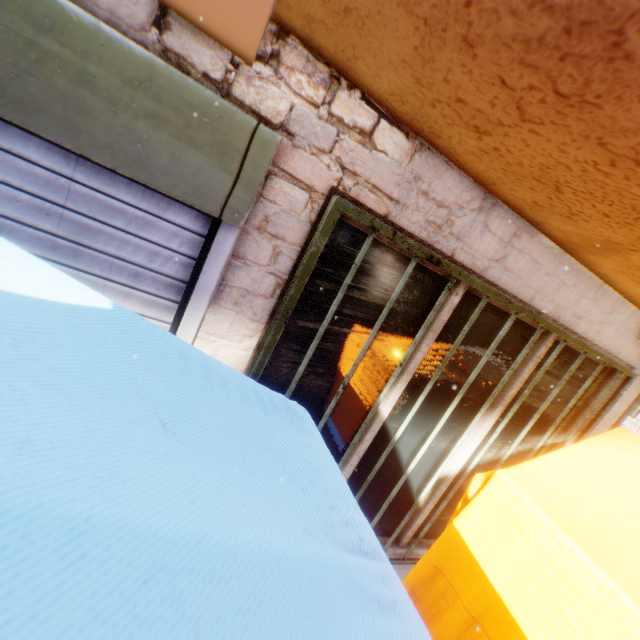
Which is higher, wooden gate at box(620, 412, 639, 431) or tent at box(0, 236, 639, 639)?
wooden gate at box(620, 412, 639, 431)

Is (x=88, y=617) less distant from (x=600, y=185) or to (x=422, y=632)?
(x=422, y=632)

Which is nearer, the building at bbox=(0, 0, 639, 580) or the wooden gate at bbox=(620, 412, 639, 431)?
the building at bbox=(0, 0, 639, 580)

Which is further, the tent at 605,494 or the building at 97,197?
the building at 97,197

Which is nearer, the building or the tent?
the tent

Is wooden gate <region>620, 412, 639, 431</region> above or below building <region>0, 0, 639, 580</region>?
above

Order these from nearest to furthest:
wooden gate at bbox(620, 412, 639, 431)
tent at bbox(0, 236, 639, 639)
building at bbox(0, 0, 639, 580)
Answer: tent at bbox(0, 236, 639, 639) → building at bbox(0, 0, 639, 580) → wooden gate at bbox(620, 412, 639, 431)

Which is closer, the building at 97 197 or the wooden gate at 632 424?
the building at 97 197
